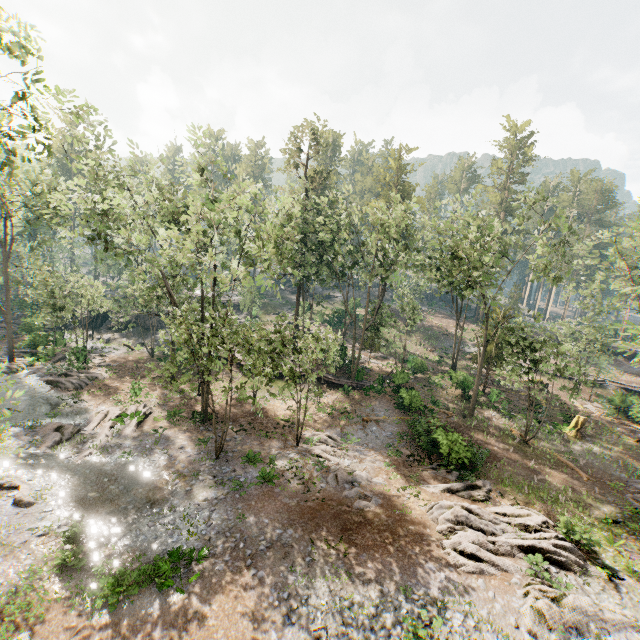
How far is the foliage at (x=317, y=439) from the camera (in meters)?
21.92

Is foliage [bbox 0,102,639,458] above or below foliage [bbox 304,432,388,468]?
above

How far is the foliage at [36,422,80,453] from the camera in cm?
1958

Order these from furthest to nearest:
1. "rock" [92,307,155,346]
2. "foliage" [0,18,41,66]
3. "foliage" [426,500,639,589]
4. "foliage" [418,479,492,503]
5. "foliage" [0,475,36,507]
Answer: "rock" [92,307,155,346] → "foliage" [418,479,492,503] → "foliage" [0,475,36,507] → "foliage" [426,500,639,589] → "foliage" [0,18,41,66]

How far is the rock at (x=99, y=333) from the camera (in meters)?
40.78

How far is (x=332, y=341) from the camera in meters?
20.3

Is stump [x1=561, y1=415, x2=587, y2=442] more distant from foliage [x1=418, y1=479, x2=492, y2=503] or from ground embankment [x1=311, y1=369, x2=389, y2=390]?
ground embankment [x1=311, y1=369, x2=389, y2=390]
